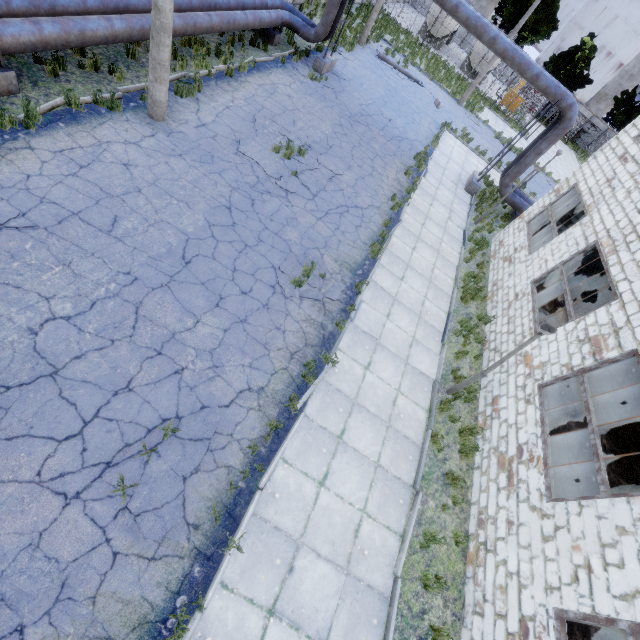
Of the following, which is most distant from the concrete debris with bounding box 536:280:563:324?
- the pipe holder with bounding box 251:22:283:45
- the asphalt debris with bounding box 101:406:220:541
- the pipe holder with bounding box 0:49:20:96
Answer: the pipe holder with bounding box 0:49:20:96

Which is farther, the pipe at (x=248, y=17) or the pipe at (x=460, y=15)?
the pipe at (x=460, y=15)

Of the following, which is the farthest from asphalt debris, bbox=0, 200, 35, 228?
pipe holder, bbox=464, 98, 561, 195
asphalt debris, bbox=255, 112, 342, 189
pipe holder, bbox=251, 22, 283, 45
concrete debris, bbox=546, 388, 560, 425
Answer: pipe holder, bbox=464, 98, 561, 195

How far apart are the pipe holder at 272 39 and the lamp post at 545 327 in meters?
17.7 m

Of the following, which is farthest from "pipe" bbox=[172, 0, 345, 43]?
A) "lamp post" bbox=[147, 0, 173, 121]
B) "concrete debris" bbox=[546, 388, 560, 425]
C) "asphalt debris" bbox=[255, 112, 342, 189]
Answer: "concrete debris" bbox=[546, 388, 560, 425]

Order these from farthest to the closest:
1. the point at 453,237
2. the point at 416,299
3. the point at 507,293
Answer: the point at 453,237 < the point at 507,293 < the point at 416,299

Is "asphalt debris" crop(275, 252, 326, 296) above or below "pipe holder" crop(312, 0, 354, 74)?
below

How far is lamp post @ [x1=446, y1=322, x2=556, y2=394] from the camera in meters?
6.6
